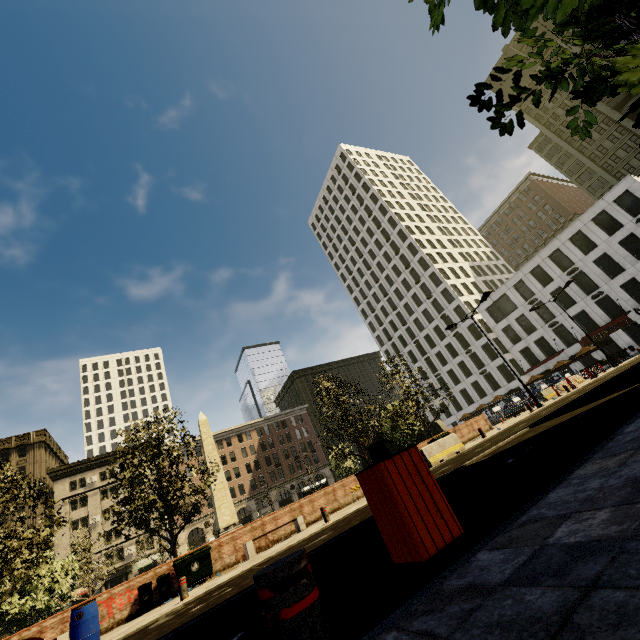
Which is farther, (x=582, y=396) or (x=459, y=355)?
(x=459, y=355)

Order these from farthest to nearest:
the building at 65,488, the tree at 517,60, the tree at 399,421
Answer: the building at 65,488 < the tree at 399,421 < the tree at 517,60

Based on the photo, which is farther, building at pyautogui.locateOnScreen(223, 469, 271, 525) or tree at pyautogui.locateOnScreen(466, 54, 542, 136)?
building at pyautogui.locateOnScreen(223, 469, 271, 525)

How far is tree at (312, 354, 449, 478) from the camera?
20.92m

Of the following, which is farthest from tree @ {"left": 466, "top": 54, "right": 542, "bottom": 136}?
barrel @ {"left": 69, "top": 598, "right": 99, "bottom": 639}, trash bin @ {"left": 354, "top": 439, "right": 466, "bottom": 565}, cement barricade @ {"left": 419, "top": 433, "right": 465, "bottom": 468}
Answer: cement barricade @ {"left": 419, "top": 433, "right": 465, "bottom": 468}

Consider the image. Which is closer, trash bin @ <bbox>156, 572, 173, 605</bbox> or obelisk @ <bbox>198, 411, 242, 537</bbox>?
trash bin @ <bbox>156, 572, 173, 605</bbox>

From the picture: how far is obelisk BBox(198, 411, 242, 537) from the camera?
25.80m

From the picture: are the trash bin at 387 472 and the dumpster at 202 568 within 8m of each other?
no
